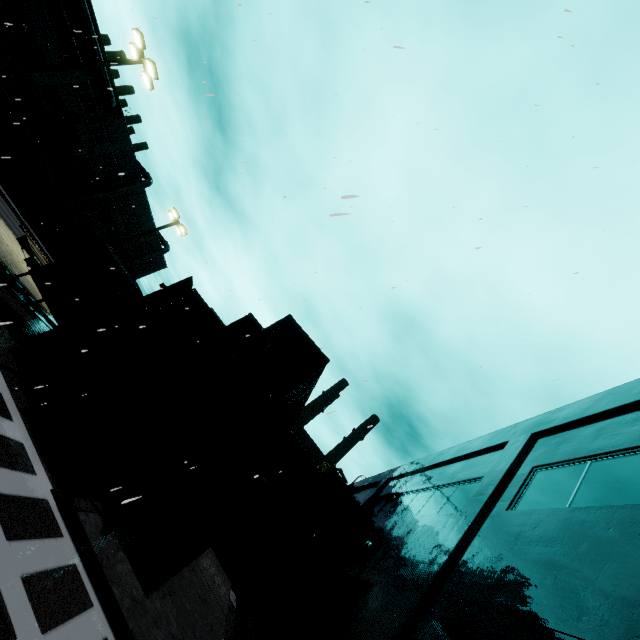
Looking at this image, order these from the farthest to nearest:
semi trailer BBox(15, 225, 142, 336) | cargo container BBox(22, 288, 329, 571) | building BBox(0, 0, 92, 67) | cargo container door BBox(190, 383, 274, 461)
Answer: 1. building BBox(0, 0, 92, 67)
2. semi trailer BBox(15, 225, 142, 336)
3. cargo container door BBox(190, 383, 274, 461)
4. cargo container BBox(22, 288, 329, 571)

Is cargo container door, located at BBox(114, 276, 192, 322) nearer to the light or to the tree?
the light

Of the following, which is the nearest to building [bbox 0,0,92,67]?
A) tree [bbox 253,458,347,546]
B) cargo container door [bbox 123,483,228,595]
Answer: tree [bbox 253,458,347,546]

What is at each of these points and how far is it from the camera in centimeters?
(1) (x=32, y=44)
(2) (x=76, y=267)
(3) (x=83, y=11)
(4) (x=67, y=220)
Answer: (1) building, 3023cm
(2) semi trailer, 1227cm
(3) vent duct, 2983cm
(4) building, 4369cm

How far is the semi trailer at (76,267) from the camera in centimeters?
1145cm

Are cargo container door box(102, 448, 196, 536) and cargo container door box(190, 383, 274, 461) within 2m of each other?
yes

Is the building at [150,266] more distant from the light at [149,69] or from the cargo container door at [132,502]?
the light at [149,69]

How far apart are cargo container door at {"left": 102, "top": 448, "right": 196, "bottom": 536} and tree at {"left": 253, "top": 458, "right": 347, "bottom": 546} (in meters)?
19.84
